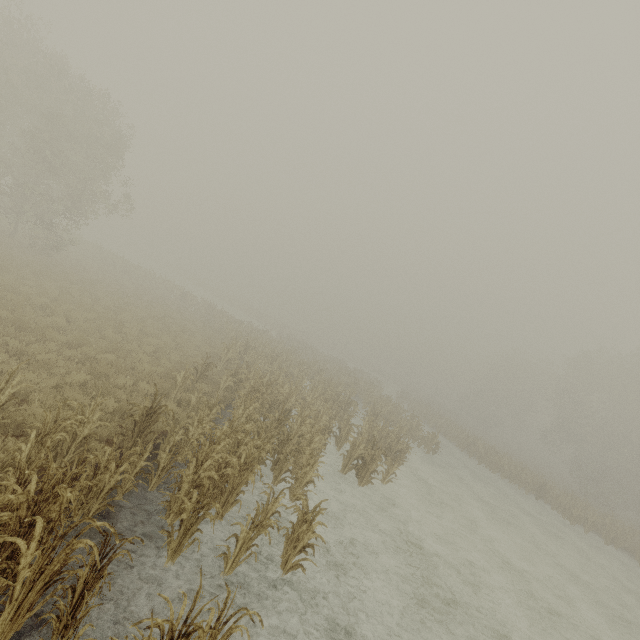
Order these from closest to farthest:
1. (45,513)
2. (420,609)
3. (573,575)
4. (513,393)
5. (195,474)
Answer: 1. (45,513)
2. (195,474)
3. (420,609)
4. (573,575)
5. (513,393)
